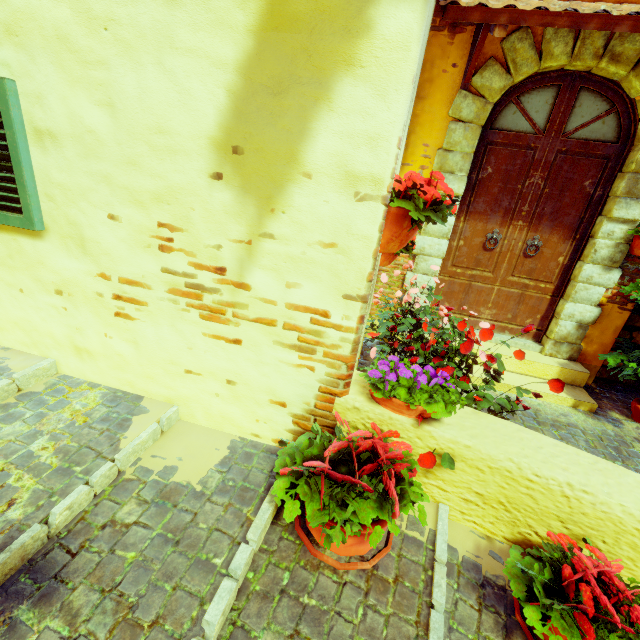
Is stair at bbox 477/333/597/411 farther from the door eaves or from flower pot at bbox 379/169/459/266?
the door eaves

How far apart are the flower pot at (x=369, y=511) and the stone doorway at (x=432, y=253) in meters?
2.4

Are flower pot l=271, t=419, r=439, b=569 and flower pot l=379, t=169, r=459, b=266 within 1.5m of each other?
yes

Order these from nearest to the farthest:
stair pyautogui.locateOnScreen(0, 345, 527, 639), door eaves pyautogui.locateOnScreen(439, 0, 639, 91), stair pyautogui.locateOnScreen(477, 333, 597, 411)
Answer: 1. stair pyautogui.locateOnScreen(0, 345, 527, 639)
2. door eaves pyautogui.locateOnScreen(439, 0, 639, 91)
3. stair pyautogui.locateOnScreen(477, 333, 597, 411)

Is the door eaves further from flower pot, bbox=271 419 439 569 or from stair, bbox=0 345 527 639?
stair, bbox=0 345 527 639

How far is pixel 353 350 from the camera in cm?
169

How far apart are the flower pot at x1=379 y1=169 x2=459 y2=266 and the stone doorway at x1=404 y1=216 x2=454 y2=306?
2.06m

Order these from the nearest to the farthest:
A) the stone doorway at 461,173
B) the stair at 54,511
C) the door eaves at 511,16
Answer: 1. the stair at 54,511
2. the door eaves at 511,16
3. the stone doorway at 461,173
